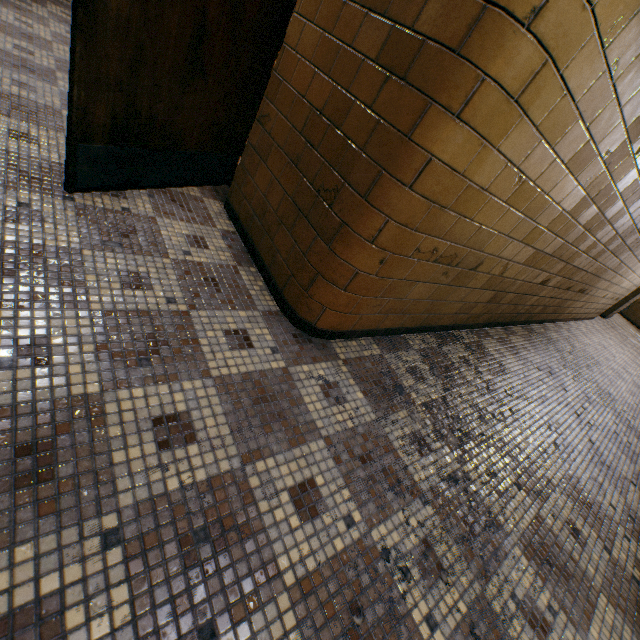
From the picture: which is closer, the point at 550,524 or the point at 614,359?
the point at 550,524
